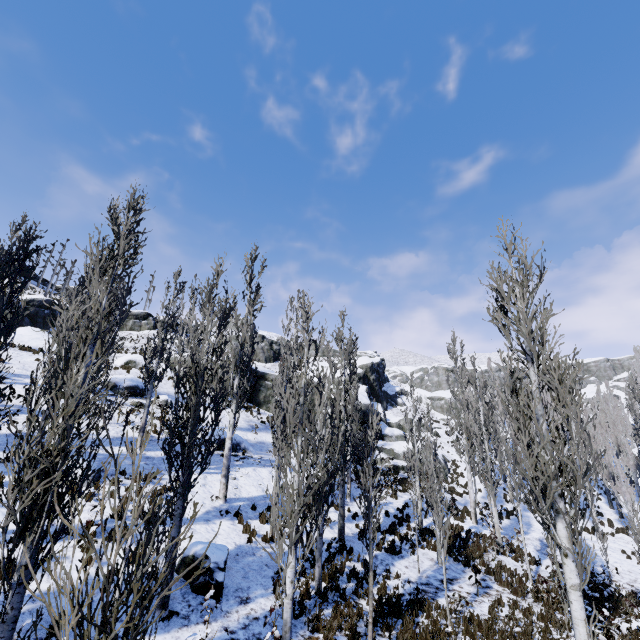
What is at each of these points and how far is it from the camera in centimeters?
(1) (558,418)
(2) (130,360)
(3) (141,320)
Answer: (1) instancedfoliageactor, 823cm
(2) rock, 2773cm
(3) rock, 4756cm

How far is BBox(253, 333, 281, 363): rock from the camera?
55.72m

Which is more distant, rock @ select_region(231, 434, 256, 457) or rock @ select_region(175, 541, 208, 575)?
rock @ select_region(231, 434, 256, 457)

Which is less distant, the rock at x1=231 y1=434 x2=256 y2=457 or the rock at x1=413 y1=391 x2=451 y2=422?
the rock at x1=231 y1=434 x2=256 y2=457

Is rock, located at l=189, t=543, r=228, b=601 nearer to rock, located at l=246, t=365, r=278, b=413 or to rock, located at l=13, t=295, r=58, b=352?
rock, located at l=246, t=365, r=278, b=413

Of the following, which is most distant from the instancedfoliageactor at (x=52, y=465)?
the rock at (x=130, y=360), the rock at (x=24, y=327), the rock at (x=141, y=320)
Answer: the rock at (x=141, y=320)

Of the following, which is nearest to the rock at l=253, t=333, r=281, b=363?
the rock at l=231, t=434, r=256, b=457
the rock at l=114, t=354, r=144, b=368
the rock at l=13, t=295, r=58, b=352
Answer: the rock at l=13, t=295, r=58, b=352

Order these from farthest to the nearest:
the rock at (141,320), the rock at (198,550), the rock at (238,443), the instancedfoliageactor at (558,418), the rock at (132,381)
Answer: the rock at (141,320) < the rock at (132,381) < the rock at (238,443) < the rock at (198,550) < the instancedfoliageactor at (558,418)
